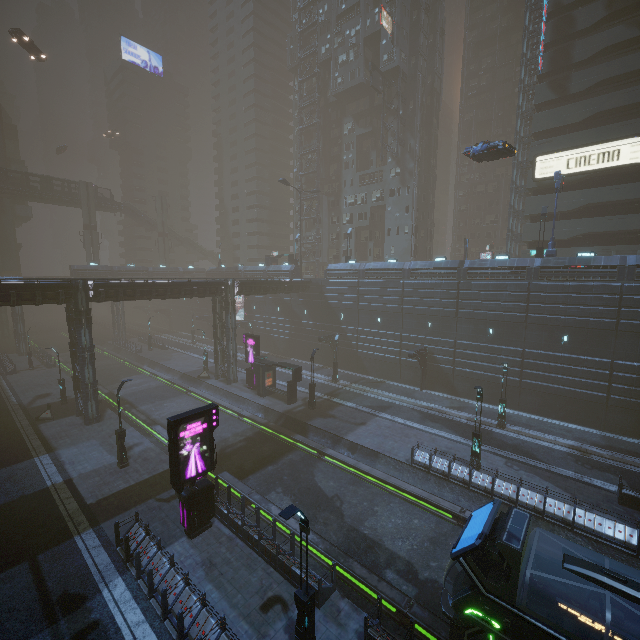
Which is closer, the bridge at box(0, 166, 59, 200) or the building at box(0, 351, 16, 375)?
the building at box(0, 351, 16, 375)

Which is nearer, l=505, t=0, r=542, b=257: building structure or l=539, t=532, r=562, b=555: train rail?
l=539, t=532, r=562, b=555: train rail

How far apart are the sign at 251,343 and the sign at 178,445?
18.1m

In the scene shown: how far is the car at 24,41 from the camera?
42.2 meters

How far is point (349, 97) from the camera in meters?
53.5

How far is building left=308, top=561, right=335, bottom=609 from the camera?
11.90m

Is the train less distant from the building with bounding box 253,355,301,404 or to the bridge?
the building with bounding box 253,355,301,404
